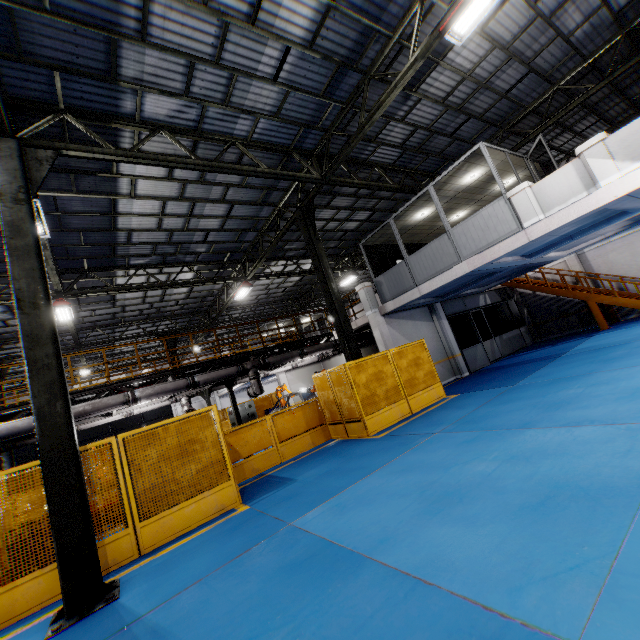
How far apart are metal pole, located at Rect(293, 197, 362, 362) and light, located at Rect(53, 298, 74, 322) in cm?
910

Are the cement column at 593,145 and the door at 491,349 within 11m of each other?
yes

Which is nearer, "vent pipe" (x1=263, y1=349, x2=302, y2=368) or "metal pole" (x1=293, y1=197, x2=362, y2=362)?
"metal pole" (x1=293, y1=197, x2=362, y2=362)

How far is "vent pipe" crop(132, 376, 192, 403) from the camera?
11.1 meters

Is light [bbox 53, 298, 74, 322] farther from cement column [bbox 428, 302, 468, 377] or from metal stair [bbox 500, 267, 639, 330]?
metal stair [bbox 500, 267, 639, 330]

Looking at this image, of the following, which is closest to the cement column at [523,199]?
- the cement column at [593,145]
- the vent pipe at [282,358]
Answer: the cement column at [593,145]

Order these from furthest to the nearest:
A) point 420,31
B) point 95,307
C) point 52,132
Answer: point 95,307
point 420,31
point 52,132

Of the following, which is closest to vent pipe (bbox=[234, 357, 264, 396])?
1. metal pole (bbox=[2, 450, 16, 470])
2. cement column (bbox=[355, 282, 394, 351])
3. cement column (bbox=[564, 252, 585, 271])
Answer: cement column (bbox=[355, 282, 394, 351])
